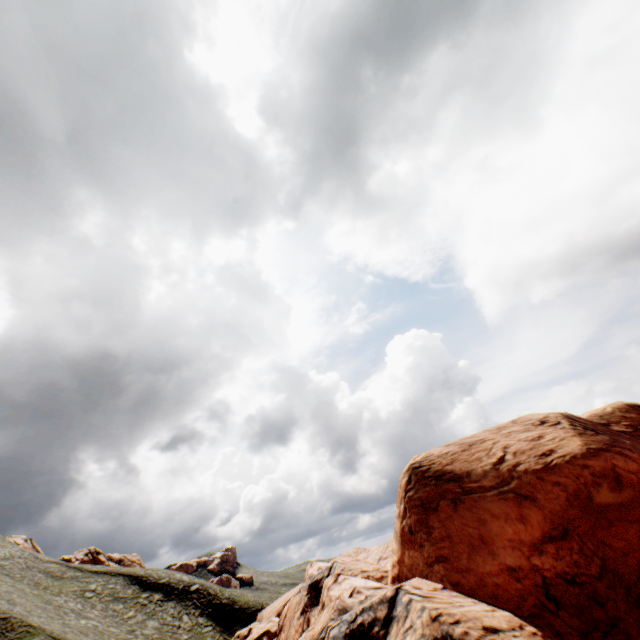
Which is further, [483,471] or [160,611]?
[160,611]
